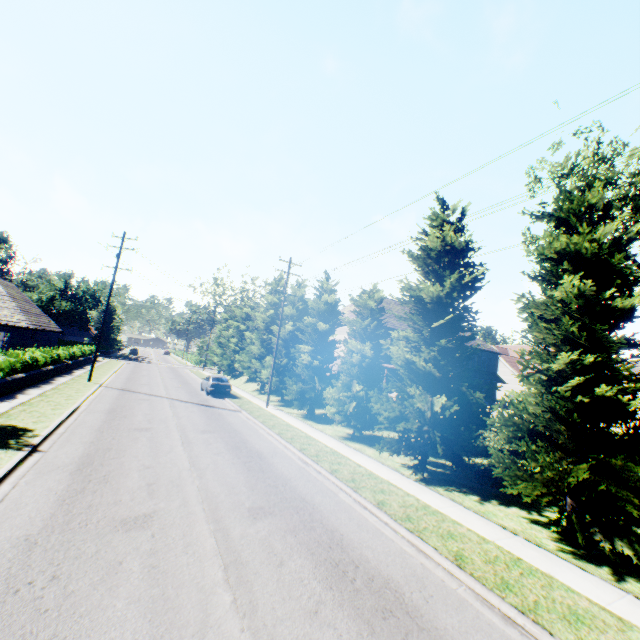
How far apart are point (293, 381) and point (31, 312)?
27.8m

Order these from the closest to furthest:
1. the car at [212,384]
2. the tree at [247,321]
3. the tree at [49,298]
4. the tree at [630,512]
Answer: the tree at [630,512] < the car at [212,384] < the tree at [247,321] < the tree at [49,298]

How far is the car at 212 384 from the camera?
26.3 meters

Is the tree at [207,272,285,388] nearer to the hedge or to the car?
the car

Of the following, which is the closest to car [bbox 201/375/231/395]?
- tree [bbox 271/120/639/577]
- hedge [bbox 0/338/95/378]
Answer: tree [bbox 271/120/639/577]

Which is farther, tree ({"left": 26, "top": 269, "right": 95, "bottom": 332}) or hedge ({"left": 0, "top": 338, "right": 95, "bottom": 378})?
tree ({"left": 26, "top": 269, "right": 95, "bottom": 332})

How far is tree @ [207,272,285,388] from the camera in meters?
32.1 m
